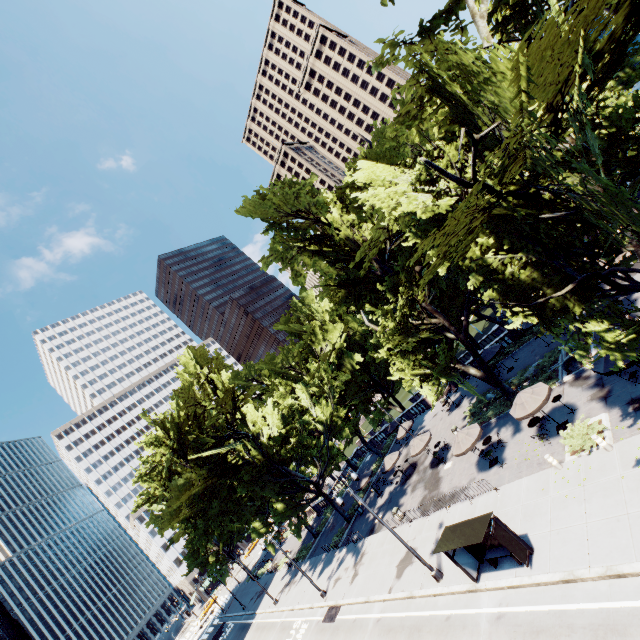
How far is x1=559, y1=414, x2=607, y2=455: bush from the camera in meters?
15.9

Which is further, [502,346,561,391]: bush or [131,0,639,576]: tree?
[502,346,561,391]: bush

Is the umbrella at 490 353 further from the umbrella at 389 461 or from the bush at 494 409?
the umbrella at 389 461

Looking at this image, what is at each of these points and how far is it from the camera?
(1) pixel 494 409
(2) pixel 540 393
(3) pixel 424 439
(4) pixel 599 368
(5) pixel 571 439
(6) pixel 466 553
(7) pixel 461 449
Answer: (1) bush, 26.7m
(2) umbrella, 18.5m
(3) umbrella, 29.1m
(4) umbrella, 15.8m
(5) bush, 17.0m
(6) bus stop, 16.3m
(7) umbrella, 21.7m

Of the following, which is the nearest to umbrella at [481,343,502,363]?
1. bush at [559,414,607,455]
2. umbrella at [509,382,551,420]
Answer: umbrella at [509,382,551,420]

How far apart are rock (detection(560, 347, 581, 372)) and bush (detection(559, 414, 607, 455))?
6.0 meters

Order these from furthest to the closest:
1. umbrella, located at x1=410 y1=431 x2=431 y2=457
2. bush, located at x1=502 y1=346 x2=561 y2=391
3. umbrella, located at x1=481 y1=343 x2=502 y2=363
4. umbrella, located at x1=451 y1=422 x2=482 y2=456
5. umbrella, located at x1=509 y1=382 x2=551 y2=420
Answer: umbrella, located at x1=481 y1=343 x2=502 y2=363 < umbrella, located at x1=410 y1=431 x2=431 y2=457 < bush, located at x1=502 y1=346 x2=561 y2=391 < umbrella, located at x1=451 y1=422 x2=482 y2=456 < umbrella, located at x1=509 y1=382 x2=551 y2=420

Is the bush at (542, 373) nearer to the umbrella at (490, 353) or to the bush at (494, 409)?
the bush at (494, 409)
